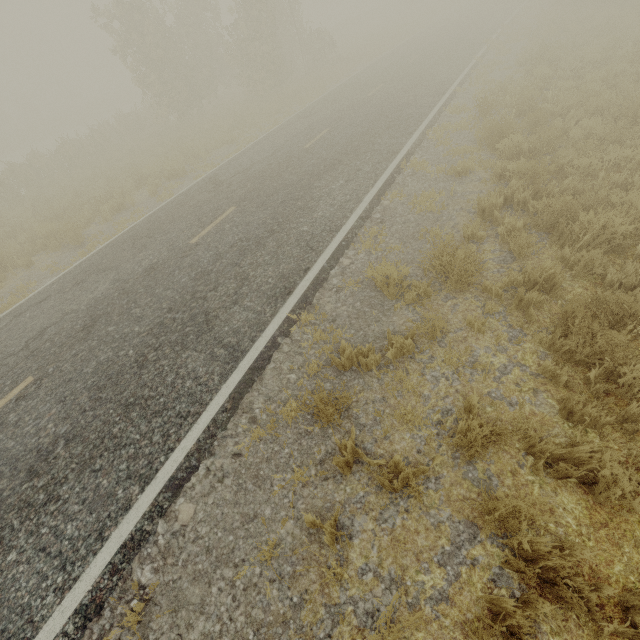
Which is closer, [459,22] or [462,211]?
[462,211]
